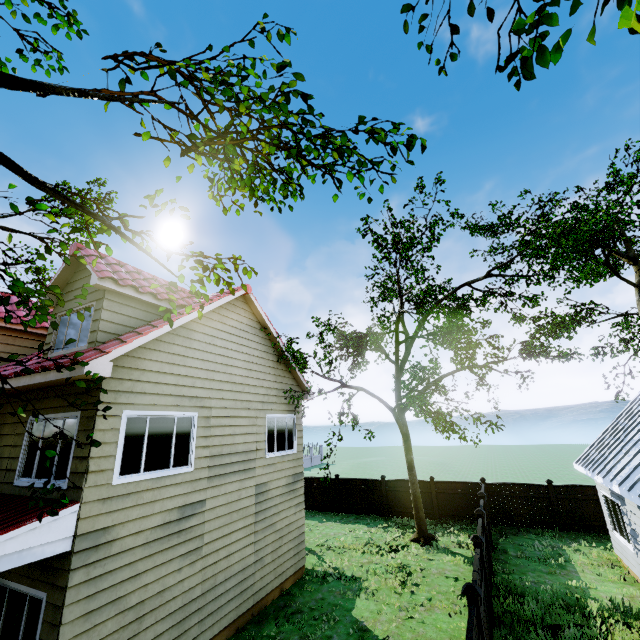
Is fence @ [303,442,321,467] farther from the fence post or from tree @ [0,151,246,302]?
tree @ [0,151,246,302]

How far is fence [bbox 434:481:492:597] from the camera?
9.8 meters

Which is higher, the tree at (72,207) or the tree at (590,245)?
the tree at (590,245)

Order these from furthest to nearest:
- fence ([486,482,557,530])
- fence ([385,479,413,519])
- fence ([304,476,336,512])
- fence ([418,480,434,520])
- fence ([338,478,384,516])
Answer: fence ([304,476,336,512]), fence ([338,478,384,516]), fence ([385,479,413,519]), fence ([418,480,434,520]), fence ([486,482,557,530])

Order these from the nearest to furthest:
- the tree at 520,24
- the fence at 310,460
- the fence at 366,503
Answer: the tree at 520,24 < the fence at 366,503 < the fence at 310,460

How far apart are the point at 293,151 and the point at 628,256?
30.0m

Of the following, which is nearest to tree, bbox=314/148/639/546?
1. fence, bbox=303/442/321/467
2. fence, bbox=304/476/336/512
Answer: fence, bbox=303/442/321/467

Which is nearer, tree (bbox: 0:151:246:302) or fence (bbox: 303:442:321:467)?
tree (bbox: 0:151:246:302)
